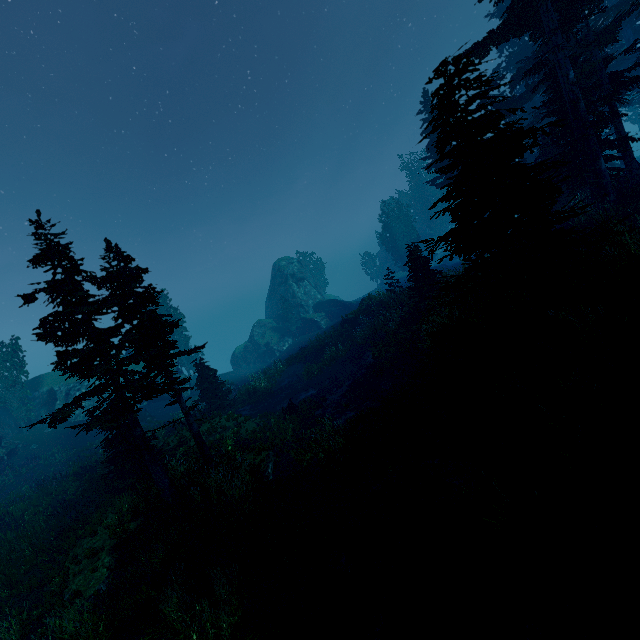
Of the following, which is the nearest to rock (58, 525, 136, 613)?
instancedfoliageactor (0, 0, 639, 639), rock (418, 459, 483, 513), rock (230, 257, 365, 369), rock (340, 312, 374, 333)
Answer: instancedfoliageactor (0, 0, 639, 639)

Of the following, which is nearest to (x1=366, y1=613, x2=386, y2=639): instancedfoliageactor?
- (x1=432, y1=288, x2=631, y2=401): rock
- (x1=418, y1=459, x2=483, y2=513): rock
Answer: (x1=432, y1=288, x2=631, y2=401): rock

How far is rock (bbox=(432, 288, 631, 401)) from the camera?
7.5m

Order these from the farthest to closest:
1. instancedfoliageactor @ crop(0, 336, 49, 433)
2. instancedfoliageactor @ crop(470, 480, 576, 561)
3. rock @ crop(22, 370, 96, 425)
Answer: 1. rock @ crop(22, 370, 96, 425)
2. instancedfoliageactor @ crop(0, 336, 49, 433)
3. instancedfoliageactor @ crop(470, 480, 576, 561)

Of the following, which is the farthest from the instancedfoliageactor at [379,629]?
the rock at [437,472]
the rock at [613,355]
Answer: the rock at [437,472]

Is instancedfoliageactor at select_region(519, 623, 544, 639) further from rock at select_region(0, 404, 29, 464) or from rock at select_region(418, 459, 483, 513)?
rock at select_region(418, 459, 483, 513)

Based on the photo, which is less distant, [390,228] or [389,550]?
[389,550]
